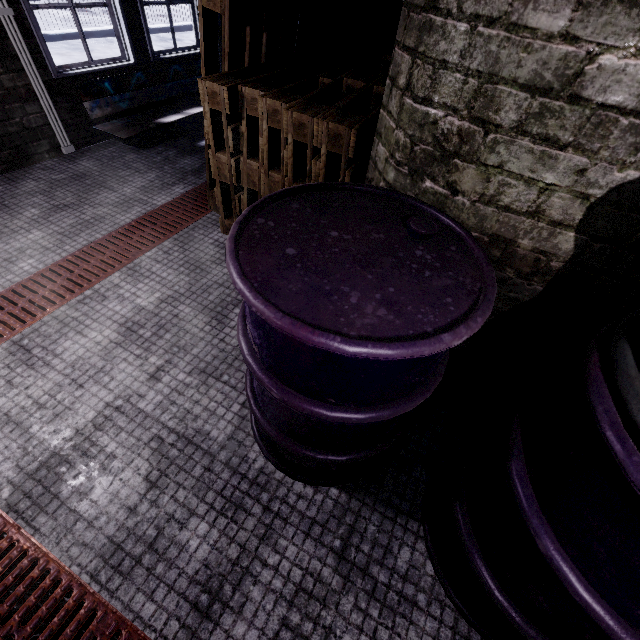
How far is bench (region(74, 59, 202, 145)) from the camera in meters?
3.1

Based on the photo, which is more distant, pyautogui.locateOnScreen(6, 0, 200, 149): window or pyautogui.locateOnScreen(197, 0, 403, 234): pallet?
pyautogui.locateOnScreen(6, 0, 200, 149): window

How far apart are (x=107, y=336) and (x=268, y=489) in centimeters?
127cm

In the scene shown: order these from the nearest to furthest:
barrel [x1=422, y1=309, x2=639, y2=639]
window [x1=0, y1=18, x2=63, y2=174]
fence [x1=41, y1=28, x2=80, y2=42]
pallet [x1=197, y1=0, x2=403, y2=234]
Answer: barrel [x1=422, y1=309, x2=639, y2=639], pallet [x1=197, y1=0, x2=403, y2=234], window [x1=0, y1=18, x2=63, y2=174], fence [x1=41, y1=28, x2=80, y2=42]

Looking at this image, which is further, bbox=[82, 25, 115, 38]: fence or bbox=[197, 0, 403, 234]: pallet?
bbox=[82, 25, 115, 38]: fence

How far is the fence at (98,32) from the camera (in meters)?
7.04

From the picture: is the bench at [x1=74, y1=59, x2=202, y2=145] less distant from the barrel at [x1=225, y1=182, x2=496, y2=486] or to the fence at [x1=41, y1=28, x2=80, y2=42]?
the barrel at [x1=225, y1=182, x2=496, y2=486]

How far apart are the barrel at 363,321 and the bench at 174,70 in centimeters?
291cm
